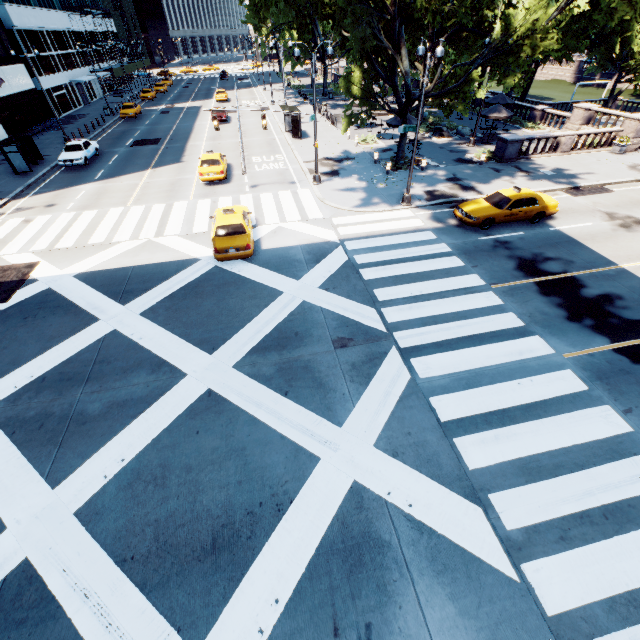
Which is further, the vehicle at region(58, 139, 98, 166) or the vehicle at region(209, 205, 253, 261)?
the vehicle at region(58, 139, 98, 166)

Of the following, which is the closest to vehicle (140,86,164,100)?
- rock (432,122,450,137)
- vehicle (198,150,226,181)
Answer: vehicle (198,150,226,181)

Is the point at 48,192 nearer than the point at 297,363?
No

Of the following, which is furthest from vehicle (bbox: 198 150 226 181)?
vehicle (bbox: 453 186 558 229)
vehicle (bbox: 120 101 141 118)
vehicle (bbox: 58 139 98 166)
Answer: vehicle (bbox: 120 101 141 118)

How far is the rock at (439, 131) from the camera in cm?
3034

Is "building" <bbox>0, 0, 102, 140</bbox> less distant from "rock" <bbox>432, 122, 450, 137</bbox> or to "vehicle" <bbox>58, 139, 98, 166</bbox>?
"vehicle" <bbox>58, 139, 98, 166</bbox>

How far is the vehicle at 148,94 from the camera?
52.7 meters

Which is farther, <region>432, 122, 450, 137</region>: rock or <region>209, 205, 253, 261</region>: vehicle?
<region>432, 122, 450, 137</region>: rock
